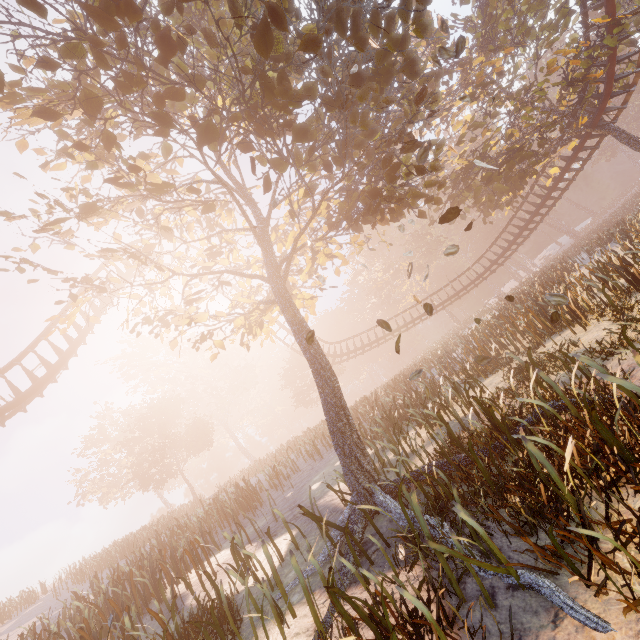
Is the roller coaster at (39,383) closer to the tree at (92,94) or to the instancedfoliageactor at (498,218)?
the tree at (92,94)

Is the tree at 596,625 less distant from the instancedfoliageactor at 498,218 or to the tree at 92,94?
the tree at 92,94

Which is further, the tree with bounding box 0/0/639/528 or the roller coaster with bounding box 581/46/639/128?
the roller coaster with bounding box 581/46/639/128

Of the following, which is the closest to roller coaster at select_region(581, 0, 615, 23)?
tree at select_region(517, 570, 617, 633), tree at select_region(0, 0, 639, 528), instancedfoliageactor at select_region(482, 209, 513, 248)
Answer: tree at select_region(0, 0, 639, 528)

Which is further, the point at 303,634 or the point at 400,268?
the point at 400,268

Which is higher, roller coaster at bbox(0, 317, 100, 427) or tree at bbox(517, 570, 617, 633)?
roller coaster at bbox(0, 317, 100, 427)

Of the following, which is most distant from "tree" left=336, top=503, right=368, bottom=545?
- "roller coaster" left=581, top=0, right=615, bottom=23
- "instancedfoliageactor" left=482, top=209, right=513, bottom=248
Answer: "instancedfoliageactor" left=482, top=209, right=513, bottom=248

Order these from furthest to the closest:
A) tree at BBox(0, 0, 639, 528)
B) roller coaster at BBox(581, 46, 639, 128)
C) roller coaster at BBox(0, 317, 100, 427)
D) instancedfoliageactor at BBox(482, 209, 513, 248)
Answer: instancedfoliageactor at BBox(482, 209, 513, 248), roller coaster at BBox(581, 46, 639, 128), roller coaster at BBox(0, 317, 100, 427), tree at BBox(0, 0, 639, 528)
